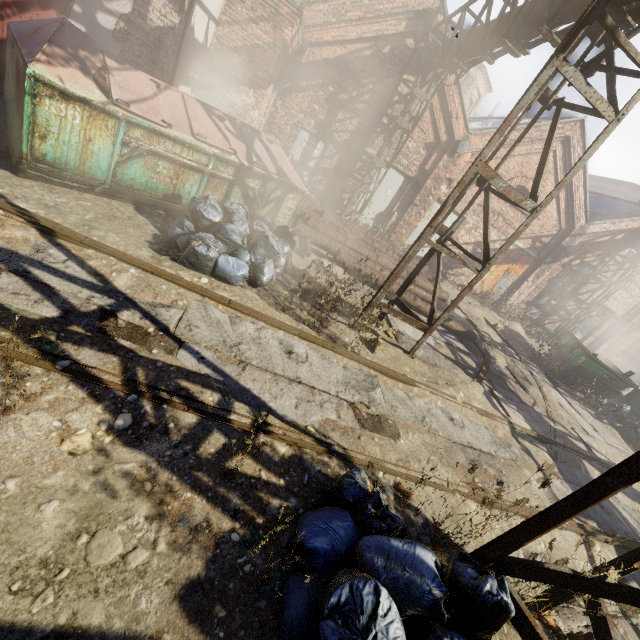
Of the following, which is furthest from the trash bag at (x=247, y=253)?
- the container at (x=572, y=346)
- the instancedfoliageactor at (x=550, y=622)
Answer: the container at (x=572, y=346)

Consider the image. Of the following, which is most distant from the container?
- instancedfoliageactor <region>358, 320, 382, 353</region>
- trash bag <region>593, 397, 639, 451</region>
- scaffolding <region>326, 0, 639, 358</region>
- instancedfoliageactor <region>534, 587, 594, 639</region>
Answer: instancedfoliageactor <region>534, 587, 594, 639</region>

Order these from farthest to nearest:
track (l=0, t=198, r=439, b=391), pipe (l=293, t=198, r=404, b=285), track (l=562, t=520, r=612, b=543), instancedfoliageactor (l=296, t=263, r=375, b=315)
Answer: pipe (l=293, t=198, r=404, b=285) < instancedfoliageactor (l=296, t=263, r=375, b=315) < track (l=562, t=520, r=612, b=543) < track (l=0, t=198, r=439, b=391)

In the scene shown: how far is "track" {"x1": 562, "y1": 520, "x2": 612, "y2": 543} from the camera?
4.4 meters

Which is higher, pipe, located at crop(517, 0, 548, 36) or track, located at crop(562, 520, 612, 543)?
pipe, located at crop(517, 0, 548, 36)

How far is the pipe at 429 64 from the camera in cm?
1017

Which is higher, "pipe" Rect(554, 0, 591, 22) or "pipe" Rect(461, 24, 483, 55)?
"pipe" Rect(461, 24, 483, 55)

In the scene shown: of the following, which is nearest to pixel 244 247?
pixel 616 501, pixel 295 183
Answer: pixel 295 183
